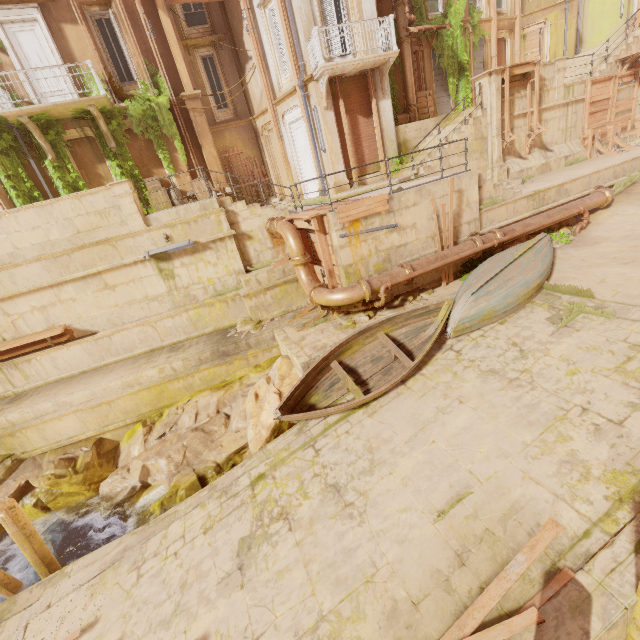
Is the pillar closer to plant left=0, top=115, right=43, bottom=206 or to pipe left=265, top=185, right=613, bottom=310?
plant left=0, top=115, right=43, bottom=206

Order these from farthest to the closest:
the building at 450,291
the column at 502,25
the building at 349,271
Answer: the column at 502,25 → the building at 450,291 → the building at 349,271

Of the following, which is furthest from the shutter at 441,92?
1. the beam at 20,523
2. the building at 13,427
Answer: the beam at 20,523

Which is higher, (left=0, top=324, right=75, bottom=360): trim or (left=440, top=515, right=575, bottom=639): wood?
(left=0, top=324, right=75, bottom=360): trim

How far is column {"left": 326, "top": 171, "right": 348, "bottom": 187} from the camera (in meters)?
14.38

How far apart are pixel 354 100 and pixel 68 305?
14.0m

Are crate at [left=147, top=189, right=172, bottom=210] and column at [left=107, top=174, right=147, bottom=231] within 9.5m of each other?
yes

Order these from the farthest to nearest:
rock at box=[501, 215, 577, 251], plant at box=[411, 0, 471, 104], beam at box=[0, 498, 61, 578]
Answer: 1. plant at box=[411, 0, 471, 104]
2. rock at box=[501, 215, 577, 251]
3. beam at box=[0, 498, 61, 578]
